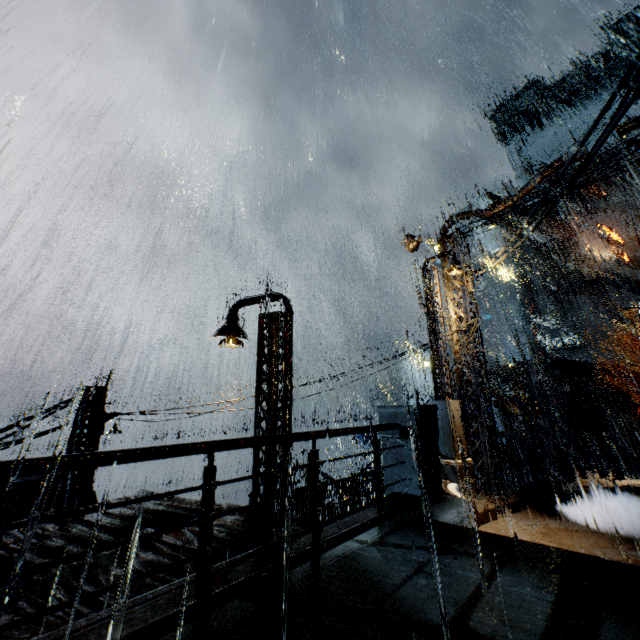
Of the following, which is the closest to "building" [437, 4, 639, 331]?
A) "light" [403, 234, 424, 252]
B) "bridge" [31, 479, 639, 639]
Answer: "bridge" [31, 479, 639, 639]

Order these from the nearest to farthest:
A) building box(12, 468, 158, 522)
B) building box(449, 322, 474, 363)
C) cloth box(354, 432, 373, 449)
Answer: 1. building box(12, 468, 158, 522)
2. building box(449, 322, 474, 363)
3. cloth box(354, 432, 373, 449)

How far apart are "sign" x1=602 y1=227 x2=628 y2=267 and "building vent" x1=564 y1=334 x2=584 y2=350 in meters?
11.4

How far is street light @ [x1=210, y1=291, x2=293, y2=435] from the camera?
9.53m

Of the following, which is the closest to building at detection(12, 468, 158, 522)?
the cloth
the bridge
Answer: the bridge

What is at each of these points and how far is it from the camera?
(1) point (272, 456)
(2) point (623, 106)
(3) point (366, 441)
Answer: (1) street light, 9.13m
(2) power line, 5.20m
(3) cloth, 37.94m

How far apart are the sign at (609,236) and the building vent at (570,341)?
11.4m

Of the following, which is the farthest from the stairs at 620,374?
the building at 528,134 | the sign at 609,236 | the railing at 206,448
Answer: the railing at 206,448
